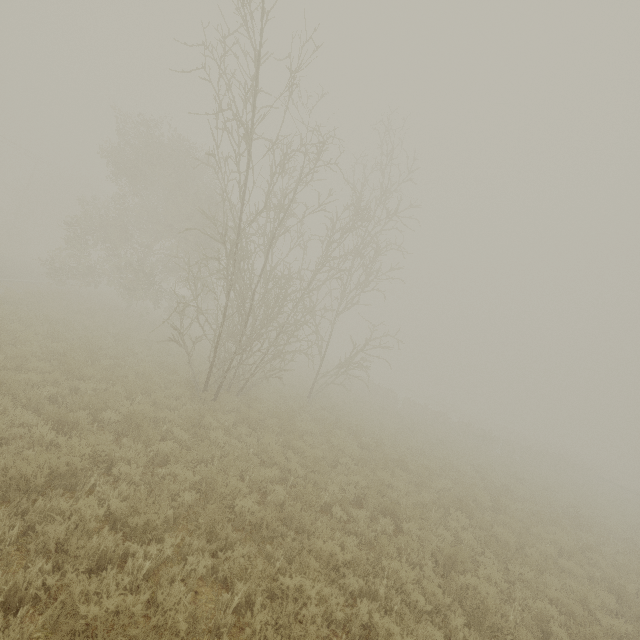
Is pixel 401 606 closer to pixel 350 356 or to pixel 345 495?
pixel 345 495
